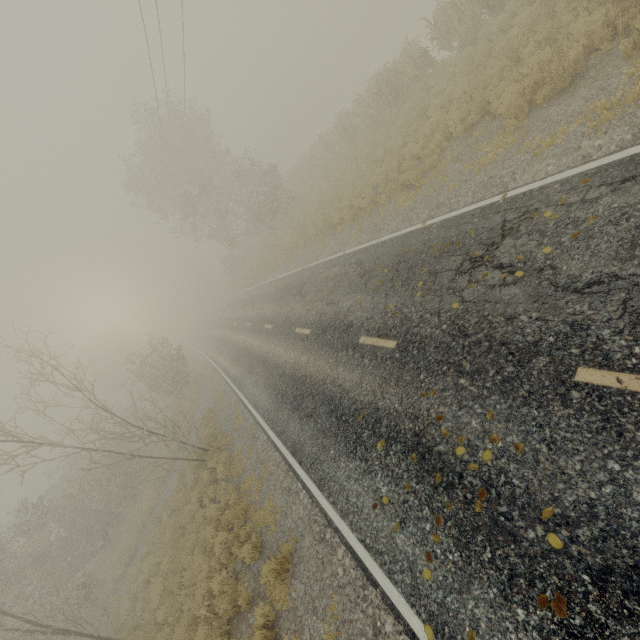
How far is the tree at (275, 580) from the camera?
6.5m

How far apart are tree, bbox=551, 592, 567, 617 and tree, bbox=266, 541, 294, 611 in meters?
5.2

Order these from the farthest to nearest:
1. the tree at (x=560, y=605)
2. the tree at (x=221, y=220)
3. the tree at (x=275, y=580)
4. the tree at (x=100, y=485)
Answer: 1. the tree at (x=221, y=220)
2. the tree at (x=100, y=485)
3. the tree at (x=275, y=580)
4. the tree at (x=560, y=605)

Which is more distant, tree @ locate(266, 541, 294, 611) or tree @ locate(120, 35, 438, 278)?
tree @ locate(120, 35, 438, 278)

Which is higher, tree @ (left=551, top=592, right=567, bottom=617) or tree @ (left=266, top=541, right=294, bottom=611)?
tree @ (left=551, top=592, right=567, bottom=617)

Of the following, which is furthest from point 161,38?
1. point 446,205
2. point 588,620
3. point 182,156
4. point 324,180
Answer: point 588,620

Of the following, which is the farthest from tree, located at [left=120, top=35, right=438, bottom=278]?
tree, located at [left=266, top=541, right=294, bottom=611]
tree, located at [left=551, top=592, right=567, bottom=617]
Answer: tree, located at [left=551, top=592, right=567, bottom=617]

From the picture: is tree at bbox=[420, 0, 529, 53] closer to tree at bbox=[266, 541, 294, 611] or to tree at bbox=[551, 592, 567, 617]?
tree at bbox=[266, 541, 294, 611]
